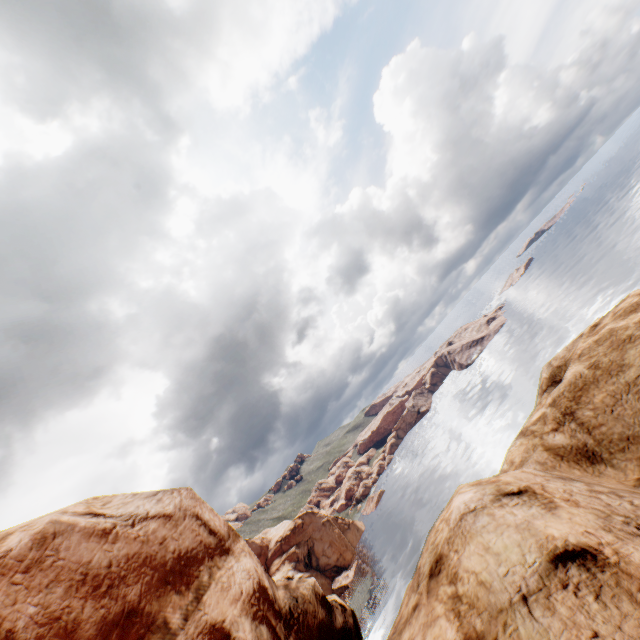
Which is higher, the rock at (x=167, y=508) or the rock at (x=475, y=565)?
the rock at (x=167, y=508)

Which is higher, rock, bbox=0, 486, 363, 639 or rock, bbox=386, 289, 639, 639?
rock, bbox=0, 486, 363, 639

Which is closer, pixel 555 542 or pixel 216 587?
pixel 555 542
